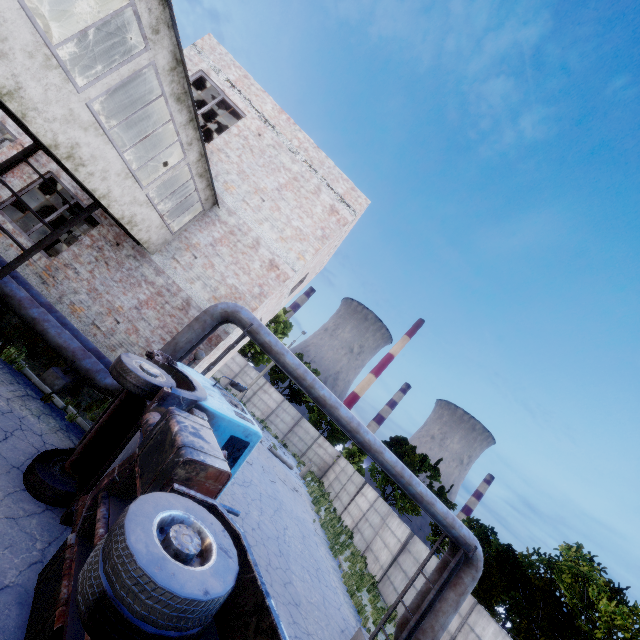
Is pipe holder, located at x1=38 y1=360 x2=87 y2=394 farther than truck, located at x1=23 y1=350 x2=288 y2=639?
Yes

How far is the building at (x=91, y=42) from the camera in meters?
8.2 m

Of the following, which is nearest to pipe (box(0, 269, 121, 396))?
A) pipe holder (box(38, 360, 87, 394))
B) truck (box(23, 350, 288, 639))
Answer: pipe holder (box(38, 360, 87, 394))

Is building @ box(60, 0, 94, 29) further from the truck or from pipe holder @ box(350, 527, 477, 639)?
pipe holder @ box(350, 527, 477, 639)

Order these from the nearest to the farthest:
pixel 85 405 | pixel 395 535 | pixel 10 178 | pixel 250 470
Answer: pixel 85 405 < pixel 10 178 < pixel 250 470 < pixel 395 535

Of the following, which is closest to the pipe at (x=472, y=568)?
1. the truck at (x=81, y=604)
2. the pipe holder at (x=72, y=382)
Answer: the pipe holder at (x=72, y=382)

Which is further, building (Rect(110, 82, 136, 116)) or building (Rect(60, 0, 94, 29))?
building (Rect(110, 82, 136, 116))

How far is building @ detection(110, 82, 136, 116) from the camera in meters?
9.8
